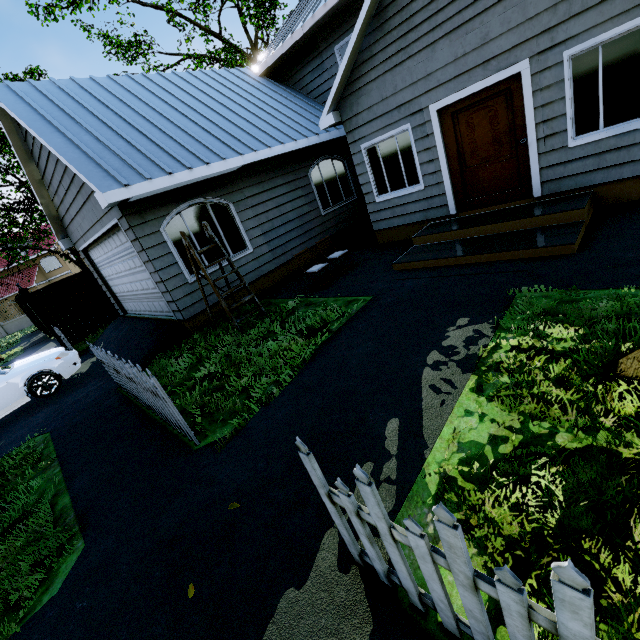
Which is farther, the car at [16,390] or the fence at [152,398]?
the car at [16,390]

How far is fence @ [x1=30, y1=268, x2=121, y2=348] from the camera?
11.76m

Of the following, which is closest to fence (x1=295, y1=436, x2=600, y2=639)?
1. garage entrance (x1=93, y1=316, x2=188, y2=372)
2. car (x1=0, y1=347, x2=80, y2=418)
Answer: garage entrance (x1=93, y1=316, x2=188, y2=372)

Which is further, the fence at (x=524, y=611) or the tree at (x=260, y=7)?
the tree at (x=260, y=7)

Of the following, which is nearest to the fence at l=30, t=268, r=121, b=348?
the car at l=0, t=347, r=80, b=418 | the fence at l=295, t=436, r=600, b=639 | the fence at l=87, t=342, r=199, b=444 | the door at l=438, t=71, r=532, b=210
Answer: the fence at l=295, t=436, r=600, b=639

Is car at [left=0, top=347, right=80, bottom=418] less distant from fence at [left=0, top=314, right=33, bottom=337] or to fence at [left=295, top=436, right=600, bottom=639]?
fence at [left=0, top=314, right=33, bottom=337]

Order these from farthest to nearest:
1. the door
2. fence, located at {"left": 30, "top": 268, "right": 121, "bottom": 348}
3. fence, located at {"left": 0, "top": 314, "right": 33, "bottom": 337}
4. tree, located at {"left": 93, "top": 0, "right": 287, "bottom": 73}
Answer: fence, located at {"left": 0, "top": 314, "right": 33, "bottom": 337}, tree, located at {"left": 93, "top": 0, "right": 287, "bottom": 73}, fence, located at {"left": 30, "top": 268, "right": 121, "bottom": 348}, the door

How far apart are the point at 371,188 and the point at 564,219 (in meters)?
4.39
